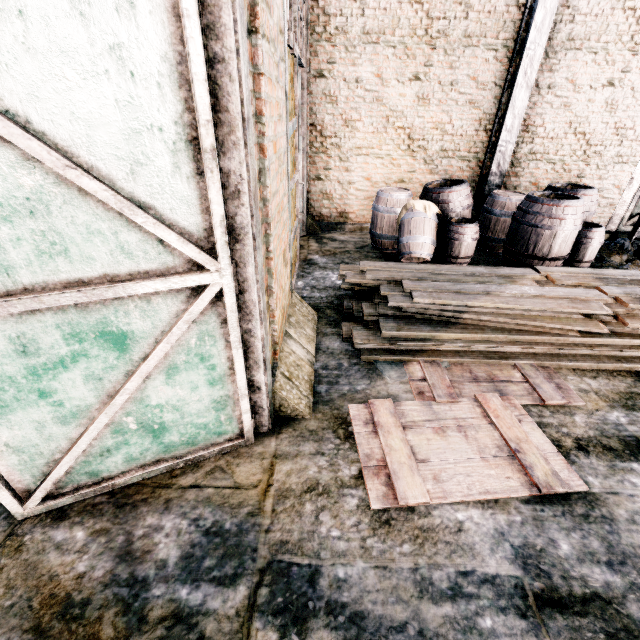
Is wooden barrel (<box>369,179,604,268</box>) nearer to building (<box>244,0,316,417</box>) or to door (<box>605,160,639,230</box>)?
door (<box>605,160,639,230</box>)

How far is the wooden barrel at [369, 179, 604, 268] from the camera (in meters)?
6.12

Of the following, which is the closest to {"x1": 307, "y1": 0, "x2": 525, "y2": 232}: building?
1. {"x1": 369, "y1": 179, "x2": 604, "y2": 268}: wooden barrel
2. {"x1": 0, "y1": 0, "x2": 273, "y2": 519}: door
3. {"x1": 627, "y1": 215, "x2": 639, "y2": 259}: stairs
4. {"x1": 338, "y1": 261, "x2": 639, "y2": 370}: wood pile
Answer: {"x1": 0, "y1": 0, "x2": 273, "y2": 519}: door

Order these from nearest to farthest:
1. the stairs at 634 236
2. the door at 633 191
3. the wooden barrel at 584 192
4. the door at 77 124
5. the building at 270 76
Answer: the door at 77 124 < the building at 270 76 < the wooden barrel at 584 192 < the stairs at 634 236 < the door at 633 191

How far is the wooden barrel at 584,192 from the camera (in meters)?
6.12

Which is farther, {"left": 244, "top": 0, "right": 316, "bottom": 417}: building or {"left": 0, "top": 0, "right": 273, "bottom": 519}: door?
{"left": 244, "top": 0, "right": 316, "bottom": 417}: building

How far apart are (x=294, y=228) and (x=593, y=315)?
4.8m

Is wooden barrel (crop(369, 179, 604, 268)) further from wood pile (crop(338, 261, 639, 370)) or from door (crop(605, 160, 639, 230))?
door (crop(605, 160, 639, 230))
